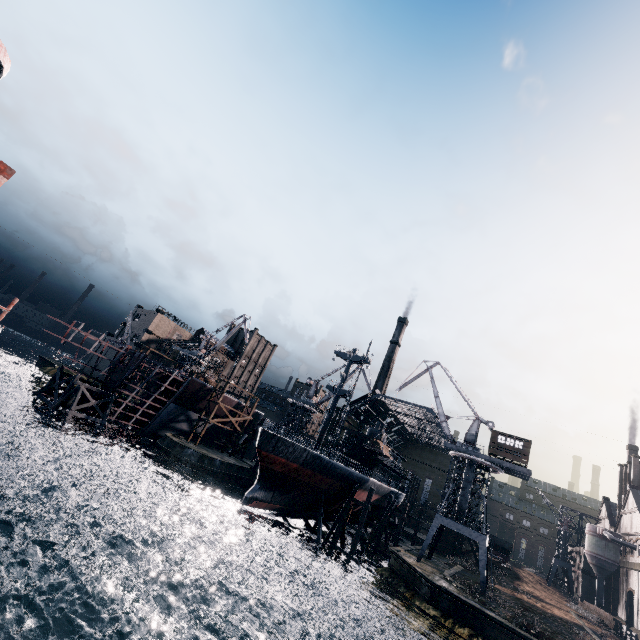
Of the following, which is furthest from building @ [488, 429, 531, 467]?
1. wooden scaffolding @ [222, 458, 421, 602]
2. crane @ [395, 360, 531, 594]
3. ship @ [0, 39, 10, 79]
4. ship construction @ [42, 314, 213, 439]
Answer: ship @ [0, 39, 10, 79]

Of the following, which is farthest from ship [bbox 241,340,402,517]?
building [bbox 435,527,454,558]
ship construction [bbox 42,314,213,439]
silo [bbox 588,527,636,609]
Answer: building [bbox 435,527,454,558]

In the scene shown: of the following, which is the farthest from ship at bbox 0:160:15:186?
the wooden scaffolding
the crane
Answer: the crane

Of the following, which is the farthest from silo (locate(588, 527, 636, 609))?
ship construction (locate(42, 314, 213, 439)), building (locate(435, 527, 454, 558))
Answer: building (locate(435, 527, 454, 558))

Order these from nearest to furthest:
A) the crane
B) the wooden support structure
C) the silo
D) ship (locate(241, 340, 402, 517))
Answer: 1. ship (locate(241, 340, 402, 517))
2. the crane
3. the wooden support structure
4. the silo

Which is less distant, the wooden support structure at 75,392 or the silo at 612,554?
the wooden support structure at 75,392

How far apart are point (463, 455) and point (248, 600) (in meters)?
30.51

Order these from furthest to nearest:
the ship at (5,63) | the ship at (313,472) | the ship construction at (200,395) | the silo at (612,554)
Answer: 1. the silo at (612,554)
2. the ship construction at (200,395)
3. the ship at (313,472)
4. the ship at (5,63)
